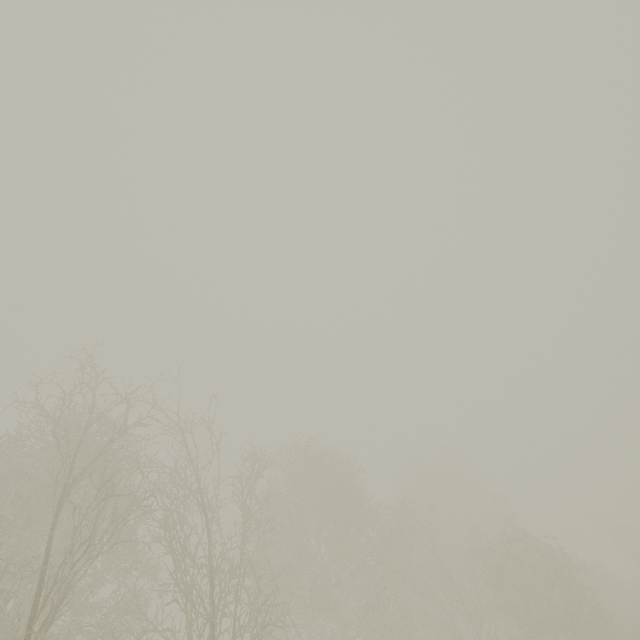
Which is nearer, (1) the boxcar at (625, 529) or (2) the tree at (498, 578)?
(2) the tree at (498, 578)

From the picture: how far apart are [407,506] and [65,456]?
22.2 meters

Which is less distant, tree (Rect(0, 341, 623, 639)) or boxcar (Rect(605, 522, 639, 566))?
tree (Rect(0, 341, 623, 639))
